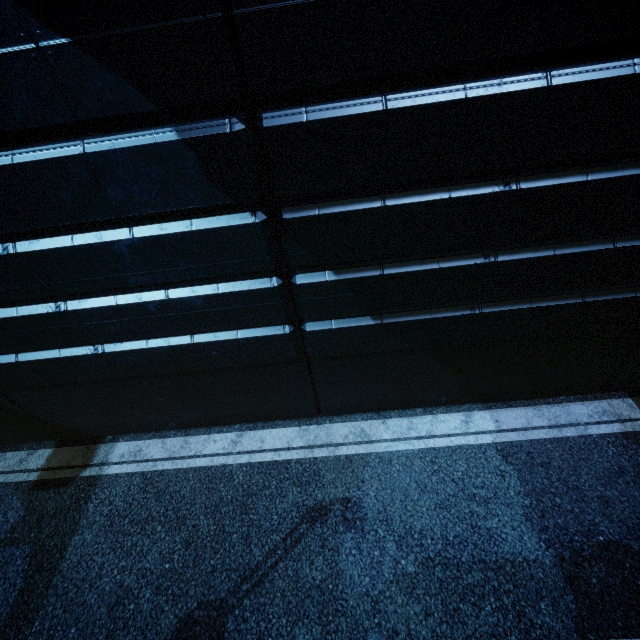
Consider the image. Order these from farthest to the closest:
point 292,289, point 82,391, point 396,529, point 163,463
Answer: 1. point 163,463
2. point 82,391
3. point 396,529
4. point 292,289
